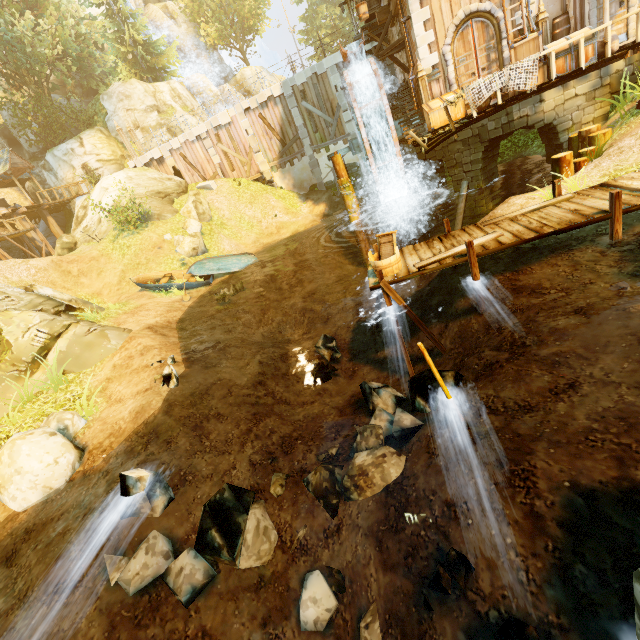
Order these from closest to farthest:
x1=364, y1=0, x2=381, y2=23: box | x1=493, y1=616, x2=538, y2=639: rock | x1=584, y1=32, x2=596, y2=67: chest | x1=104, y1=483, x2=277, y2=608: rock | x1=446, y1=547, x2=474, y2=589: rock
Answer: x1=493, y1=616, x2=538, y2=639: rock, x1=446, y1=547, x2=474, y2=589: rock, x1=104, y1=483, x2=277, y2=608: rock, x1=584, y1=32, x2=596, y2=67: chest, x1=364, y1=0, x2=381, y2=23: box

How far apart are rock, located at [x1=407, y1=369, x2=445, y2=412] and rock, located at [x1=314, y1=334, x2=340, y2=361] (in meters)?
3.77

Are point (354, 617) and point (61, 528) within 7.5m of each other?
yes

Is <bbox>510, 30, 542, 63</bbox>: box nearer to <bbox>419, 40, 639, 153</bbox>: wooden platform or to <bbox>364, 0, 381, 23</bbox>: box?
<bbox>419, 40, 639, 153</bbox>: wooden platform

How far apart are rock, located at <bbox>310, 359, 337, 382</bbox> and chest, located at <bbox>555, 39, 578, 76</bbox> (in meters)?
11.39

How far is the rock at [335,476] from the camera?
4.85m

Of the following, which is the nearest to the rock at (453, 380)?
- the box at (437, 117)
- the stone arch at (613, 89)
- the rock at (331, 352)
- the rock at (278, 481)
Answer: the rock at (278, 481)

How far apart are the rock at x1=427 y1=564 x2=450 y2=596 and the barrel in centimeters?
1612cm
